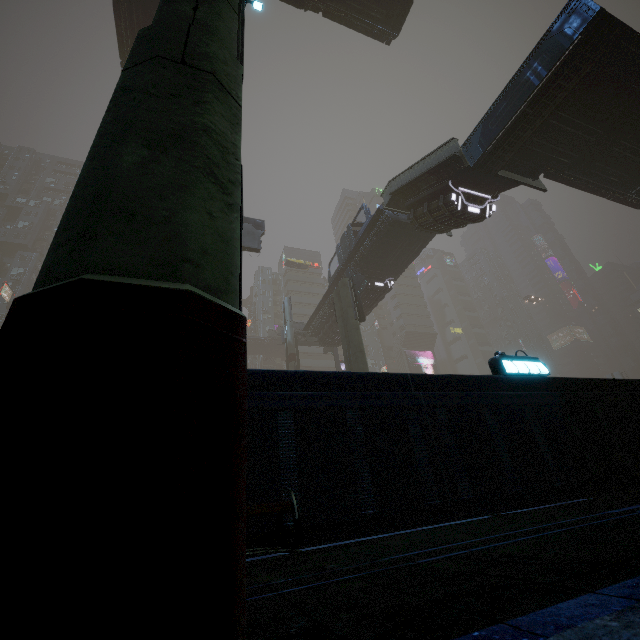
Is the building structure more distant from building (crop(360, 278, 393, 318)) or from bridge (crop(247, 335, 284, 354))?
bridge (crop(247, 335, 284, 354))

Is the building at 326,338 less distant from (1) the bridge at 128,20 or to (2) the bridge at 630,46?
(1) the bridge at 128,20

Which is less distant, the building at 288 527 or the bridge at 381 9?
the building at 288 527

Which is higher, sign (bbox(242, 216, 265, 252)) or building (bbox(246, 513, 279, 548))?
sign (bbox(242, 216, 265, 252))

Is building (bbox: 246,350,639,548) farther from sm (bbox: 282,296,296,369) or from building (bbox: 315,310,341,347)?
building (bbox: 315,310,341,347)

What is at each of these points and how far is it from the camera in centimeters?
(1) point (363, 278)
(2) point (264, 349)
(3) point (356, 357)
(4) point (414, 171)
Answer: (1) building structure, 2595cm
(2) bridge, 5853cm
(3) sm, 2127cm
(4) stairs, 1975cm

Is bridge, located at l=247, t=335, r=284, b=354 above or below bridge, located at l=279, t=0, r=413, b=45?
below

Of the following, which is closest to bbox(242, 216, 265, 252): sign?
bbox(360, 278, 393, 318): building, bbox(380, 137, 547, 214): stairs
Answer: bbox(360, 278, 393, 318): building
